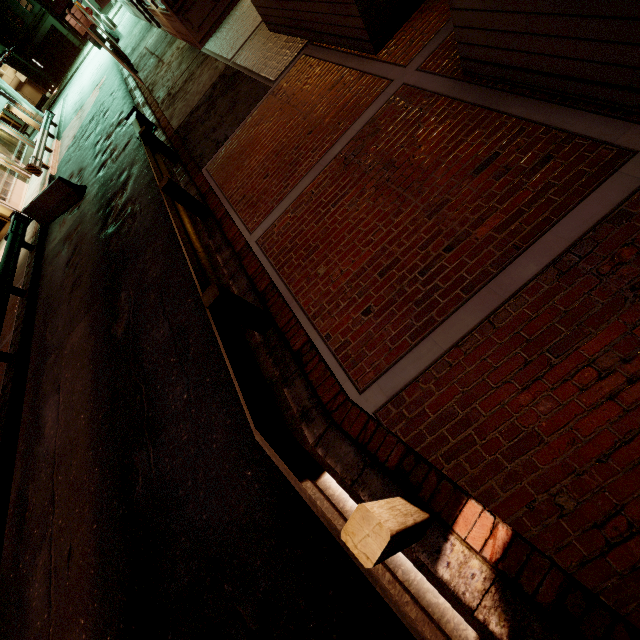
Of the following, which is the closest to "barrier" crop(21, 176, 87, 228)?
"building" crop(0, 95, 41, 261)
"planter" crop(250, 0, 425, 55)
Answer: "building" crop(0, 95, 41, 261)

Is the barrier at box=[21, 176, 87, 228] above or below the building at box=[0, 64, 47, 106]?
below

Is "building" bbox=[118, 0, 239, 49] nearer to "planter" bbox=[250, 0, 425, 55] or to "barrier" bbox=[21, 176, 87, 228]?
"planter" bbox=[250, 0, 425, 55]

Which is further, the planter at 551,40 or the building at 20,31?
the building at 20,31

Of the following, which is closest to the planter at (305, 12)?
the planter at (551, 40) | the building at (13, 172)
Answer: the planter at (551, 40)

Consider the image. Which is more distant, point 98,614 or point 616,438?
point 98,614

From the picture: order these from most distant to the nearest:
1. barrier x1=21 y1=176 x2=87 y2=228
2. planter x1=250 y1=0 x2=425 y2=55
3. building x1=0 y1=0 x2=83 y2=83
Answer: building x1=0 y1=0 x2=83 y2=83 < barrier x1=21 y1=176 x2=87 y2=228 < planter x1=250 y1=0 x2=425 y2=55

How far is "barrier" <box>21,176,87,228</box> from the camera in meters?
13.3 m
